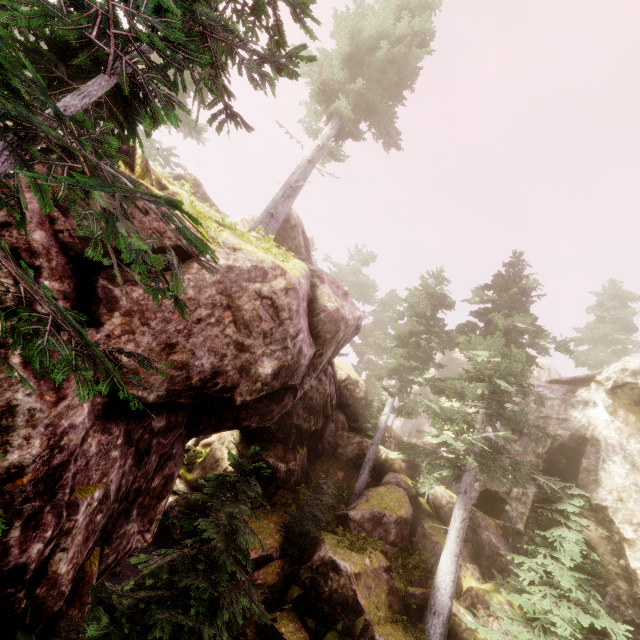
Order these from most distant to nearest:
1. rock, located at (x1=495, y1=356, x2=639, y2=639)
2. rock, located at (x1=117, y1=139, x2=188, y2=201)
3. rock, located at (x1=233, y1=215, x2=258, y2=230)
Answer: rock, located at (x1=233, y1=215, x2=258, y2=230) < rock, located at (x1=495, y1=356, x2=639, y2=639) < rock, located at (x1=117, y1=139, x2=188, y2=201)

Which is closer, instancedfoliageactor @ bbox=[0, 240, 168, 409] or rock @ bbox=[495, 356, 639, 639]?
instancedfoliageactor @ bbox=[0, 240, 168, 409]

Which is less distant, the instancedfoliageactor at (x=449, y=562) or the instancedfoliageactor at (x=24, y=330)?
the instancedfoliageactor at (x=24, y=330)

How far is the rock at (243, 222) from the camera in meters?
17.6

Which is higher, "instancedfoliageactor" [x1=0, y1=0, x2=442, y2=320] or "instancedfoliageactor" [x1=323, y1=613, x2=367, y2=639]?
"instancedfoliageactor" [x1=0, y1=0, x2=442, y2=320]

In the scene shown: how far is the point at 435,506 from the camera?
17.03m

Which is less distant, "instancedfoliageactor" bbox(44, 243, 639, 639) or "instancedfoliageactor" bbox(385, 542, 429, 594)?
"instancedfoliageactor" bbox(44, 243, 639, 639)
